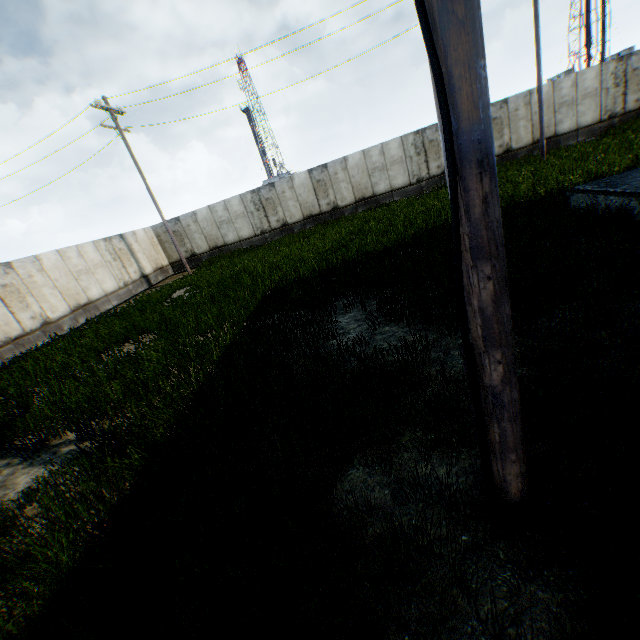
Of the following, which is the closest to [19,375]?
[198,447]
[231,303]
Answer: [231,303]
